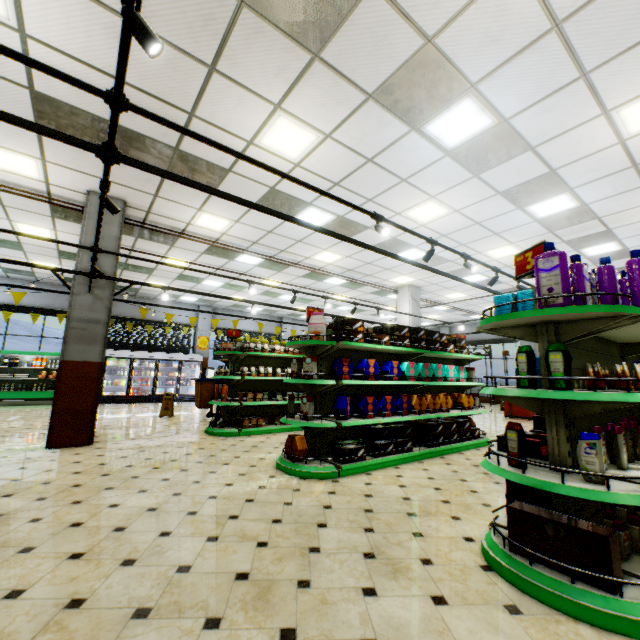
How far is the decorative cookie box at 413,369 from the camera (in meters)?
5.60

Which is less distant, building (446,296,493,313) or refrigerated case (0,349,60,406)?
refrigerated case (0,349,60,406)

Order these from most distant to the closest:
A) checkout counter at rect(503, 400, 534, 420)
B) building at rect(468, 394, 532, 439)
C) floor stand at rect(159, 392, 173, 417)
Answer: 1. checkout counter at rect(503, 400, 534, 420)
2. floor stand at rect(159, 392, 173, 417)
3. building at rect(468, 394, 532, 439)

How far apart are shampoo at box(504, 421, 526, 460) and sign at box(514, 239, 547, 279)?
1.2 meters

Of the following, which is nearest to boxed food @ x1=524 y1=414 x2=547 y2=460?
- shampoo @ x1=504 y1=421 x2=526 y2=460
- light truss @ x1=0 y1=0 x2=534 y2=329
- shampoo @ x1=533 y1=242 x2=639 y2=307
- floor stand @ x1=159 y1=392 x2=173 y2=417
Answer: shampoo @ x1=504 y1=421 x2=526 y2=460

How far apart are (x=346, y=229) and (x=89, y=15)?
5.6 meters

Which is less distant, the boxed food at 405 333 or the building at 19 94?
the building at 19 94

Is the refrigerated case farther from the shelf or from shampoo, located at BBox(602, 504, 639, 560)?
shampoo, located at BBox(602, 504, 639, 560)
